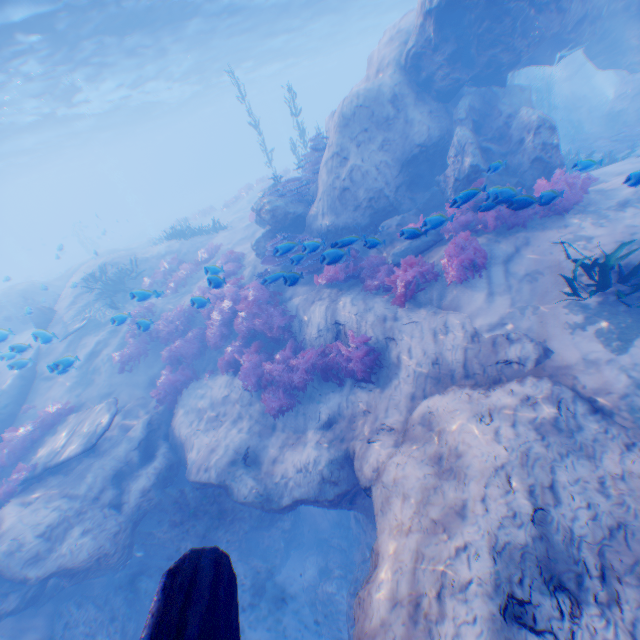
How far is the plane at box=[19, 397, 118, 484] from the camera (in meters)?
9.12

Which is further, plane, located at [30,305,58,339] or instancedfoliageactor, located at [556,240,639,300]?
plane, located at [30,305,58,339]

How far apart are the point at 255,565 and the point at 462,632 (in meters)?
10.58

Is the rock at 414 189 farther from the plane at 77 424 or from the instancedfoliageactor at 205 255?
the instancedfoliageactor at 205 255

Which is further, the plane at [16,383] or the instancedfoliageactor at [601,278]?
the plane at [16,383]

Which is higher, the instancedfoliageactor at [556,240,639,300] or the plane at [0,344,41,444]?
the instancedfoliageactor at [556,240,639,300]

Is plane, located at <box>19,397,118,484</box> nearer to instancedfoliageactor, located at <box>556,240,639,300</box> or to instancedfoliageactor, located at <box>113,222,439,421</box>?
instancedfoliageactor, located at <box>113,222,439,421</box>

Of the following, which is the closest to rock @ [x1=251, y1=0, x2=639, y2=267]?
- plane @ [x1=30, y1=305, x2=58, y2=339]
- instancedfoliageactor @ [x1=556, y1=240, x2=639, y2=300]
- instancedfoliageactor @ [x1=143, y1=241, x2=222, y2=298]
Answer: plane @ [x1=30, y1=305, x2=58, y2=339]
